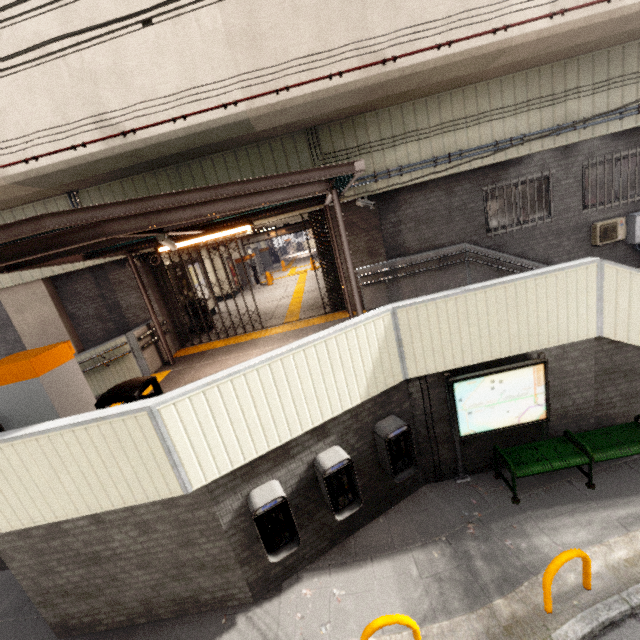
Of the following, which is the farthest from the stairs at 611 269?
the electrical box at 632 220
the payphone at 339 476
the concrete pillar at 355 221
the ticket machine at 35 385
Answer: the ticket machine at 35 385

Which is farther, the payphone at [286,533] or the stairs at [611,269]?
the stairs at [611,269]

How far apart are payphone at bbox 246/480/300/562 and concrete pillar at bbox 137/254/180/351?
6.6m

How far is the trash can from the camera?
4.04m

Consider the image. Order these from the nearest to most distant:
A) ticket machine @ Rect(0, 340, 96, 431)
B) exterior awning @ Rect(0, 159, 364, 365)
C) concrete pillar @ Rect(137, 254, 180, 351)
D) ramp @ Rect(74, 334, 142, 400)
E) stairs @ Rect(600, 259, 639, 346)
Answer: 1. exterior awning @ Rect(0, 159, 364, 365)
2. ticket machine @ Rect(0, 340, 96, 431)
3. stairs @ Rect(600, 259, 639, 346)
4. ramp @ Rect(74, 334, 142, 400)
5. concrete pillar @ Rect(137, 254, 180, 351)

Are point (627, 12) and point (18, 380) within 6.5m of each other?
no

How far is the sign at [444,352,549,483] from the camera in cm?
498

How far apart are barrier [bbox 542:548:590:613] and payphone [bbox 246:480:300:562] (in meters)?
2.88
